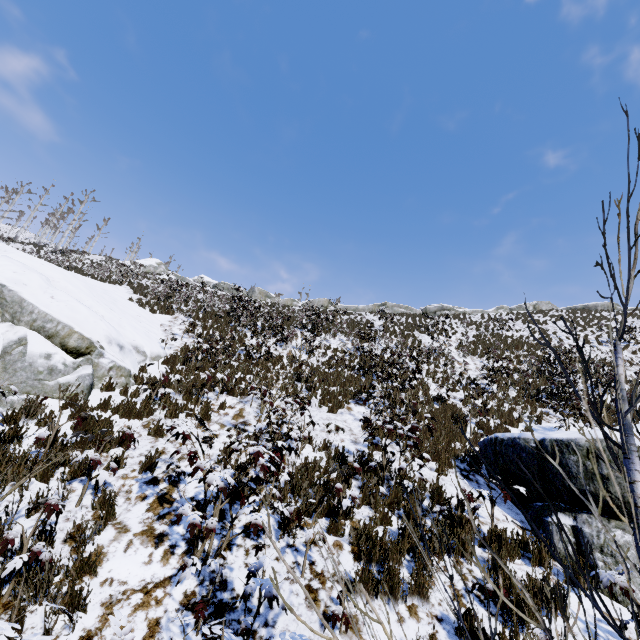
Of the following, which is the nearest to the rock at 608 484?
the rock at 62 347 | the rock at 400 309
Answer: the rock at 62 347

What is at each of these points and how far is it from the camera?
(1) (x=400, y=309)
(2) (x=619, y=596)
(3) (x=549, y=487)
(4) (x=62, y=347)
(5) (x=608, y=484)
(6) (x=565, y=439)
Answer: (1) rock, 37.7 meters
(2) rock, 4.3 meters
(3) rock, 5.5 meters
(4) rock, 7.4 meters
(5) rock, 4.9 meters
(6) rock, 5.5 meters

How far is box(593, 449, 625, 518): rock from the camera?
4.82m

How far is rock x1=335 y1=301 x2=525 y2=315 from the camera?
37.12m

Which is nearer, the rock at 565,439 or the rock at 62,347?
the rock at 565,439

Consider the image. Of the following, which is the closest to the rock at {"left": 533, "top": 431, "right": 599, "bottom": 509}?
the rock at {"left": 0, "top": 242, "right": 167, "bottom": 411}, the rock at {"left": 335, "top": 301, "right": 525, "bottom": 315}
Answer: the rock at {"left": 0, "top": 242, "right": 167, "bottom": 411}
